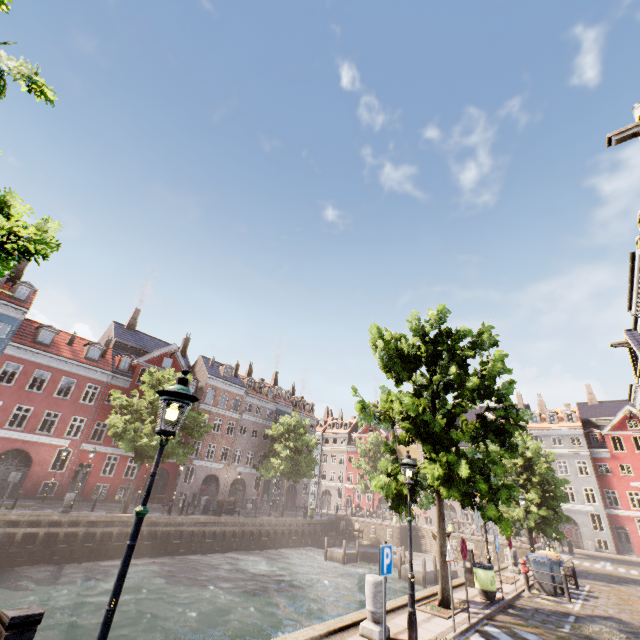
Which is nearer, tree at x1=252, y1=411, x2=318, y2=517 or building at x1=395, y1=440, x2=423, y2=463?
tree at x1=252, y1=411, x2=318, y2=517

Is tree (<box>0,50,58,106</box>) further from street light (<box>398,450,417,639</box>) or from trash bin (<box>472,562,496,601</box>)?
trash bin (<box>472,562,496,601</box>)

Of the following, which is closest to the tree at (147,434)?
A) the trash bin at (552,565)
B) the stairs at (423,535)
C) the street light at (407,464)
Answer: the street light at (407,464)

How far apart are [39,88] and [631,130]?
16.74m

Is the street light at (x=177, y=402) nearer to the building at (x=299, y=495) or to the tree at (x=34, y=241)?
the tree at (x=34, y=241)

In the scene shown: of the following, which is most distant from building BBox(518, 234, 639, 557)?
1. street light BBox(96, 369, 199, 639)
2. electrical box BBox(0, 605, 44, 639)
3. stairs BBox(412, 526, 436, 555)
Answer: street light BBox(96, 369, 199, 639)

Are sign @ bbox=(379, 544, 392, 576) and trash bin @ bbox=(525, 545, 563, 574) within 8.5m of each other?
no

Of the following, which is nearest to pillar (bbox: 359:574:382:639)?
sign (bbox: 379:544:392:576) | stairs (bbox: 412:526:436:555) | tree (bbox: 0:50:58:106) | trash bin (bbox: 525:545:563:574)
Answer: sign (bbox: 379:544:392:576)
